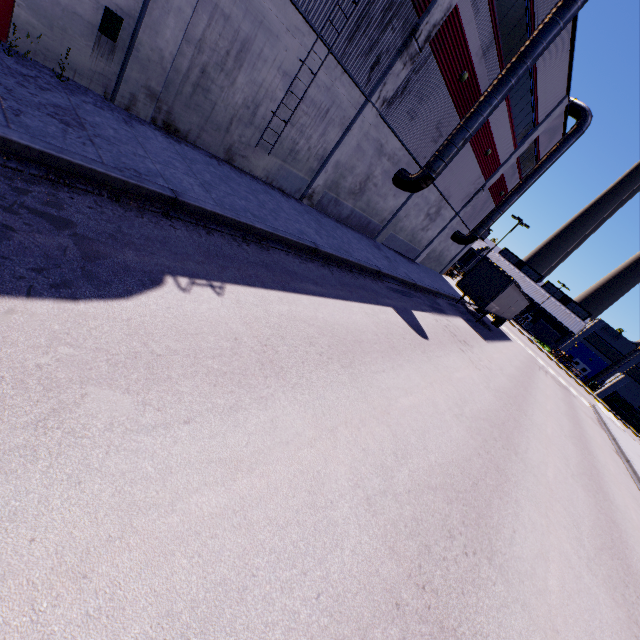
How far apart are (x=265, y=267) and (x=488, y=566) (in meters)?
6.81

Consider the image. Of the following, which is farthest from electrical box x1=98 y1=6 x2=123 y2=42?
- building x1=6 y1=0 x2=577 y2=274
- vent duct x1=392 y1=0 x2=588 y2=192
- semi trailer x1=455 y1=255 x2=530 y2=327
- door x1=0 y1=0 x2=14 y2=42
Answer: semi trailer x1=455 y1=255 x2=530 y2=327

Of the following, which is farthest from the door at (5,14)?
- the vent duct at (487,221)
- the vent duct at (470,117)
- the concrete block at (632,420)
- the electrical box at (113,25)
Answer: the concrete block at (632,420)

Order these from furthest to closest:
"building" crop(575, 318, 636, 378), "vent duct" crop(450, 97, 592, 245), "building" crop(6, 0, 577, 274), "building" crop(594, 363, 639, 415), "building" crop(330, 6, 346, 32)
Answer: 1. "building" crop(575, 318, 636, 378)
2. "building" crop(594, 363, 639, 415)
3. "vent duct" crop(450, 97, 592, 245)
4. "building" crop(330, 6, 346, 32)
5. "building" crop(6, 0, 577, 274)

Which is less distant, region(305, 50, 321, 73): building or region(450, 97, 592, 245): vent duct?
region(305, 50, 321, 73): building

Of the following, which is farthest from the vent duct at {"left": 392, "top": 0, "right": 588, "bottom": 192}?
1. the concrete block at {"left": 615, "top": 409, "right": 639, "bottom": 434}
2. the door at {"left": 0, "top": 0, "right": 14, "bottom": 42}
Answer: the concrete block at {"left": 615, "top": 409, "right": 639, "bottom": 434}

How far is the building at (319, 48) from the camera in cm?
1043

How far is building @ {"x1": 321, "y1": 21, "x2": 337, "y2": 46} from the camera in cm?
1034
